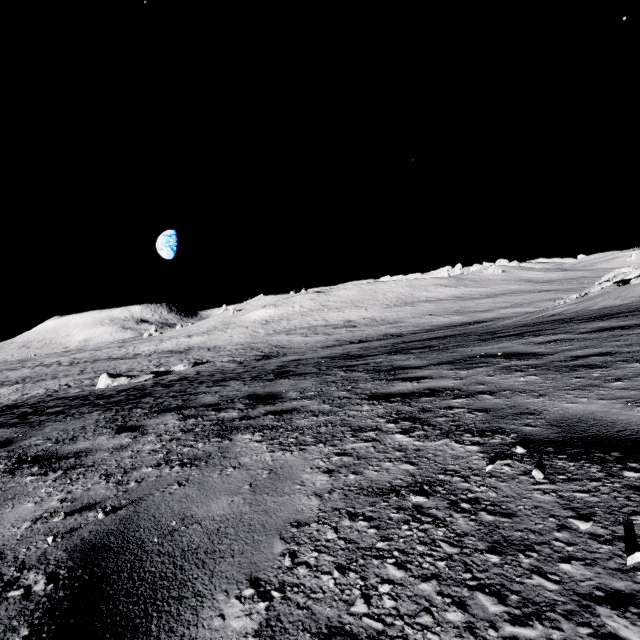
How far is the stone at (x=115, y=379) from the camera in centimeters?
2514cm

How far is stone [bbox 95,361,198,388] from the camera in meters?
25.1

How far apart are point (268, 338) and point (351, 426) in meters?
49.7 m
